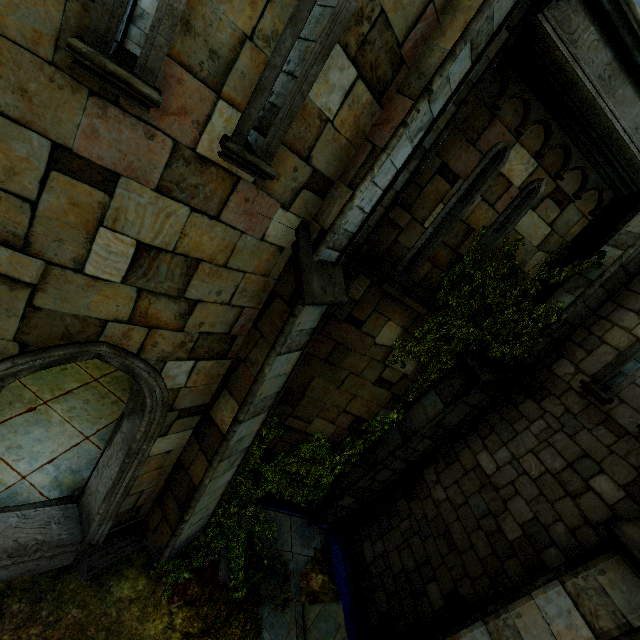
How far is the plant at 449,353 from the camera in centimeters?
564cm

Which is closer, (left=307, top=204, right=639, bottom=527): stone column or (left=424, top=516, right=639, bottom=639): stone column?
(left=424, top=516, right=639, bottom=639): stone column

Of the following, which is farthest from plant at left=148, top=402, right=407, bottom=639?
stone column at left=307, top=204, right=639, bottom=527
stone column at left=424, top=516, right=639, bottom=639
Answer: stone column at left=424, top=516, right=639, bottom=639

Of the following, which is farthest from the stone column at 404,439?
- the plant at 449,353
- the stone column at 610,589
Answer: the stone column at 610,589

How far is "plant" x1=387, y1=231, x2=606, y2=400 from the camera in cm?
564

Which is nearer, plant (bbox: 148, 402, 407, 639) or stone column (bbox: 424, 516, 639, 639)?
stone column (bbox: 424, 516, 639, 639)

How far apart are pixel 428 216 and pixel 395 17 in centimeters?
301cm

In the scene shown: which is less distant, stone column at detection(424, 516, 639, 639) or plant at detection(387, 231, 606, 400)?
stone column at detection(424, 516, 639, 639)
